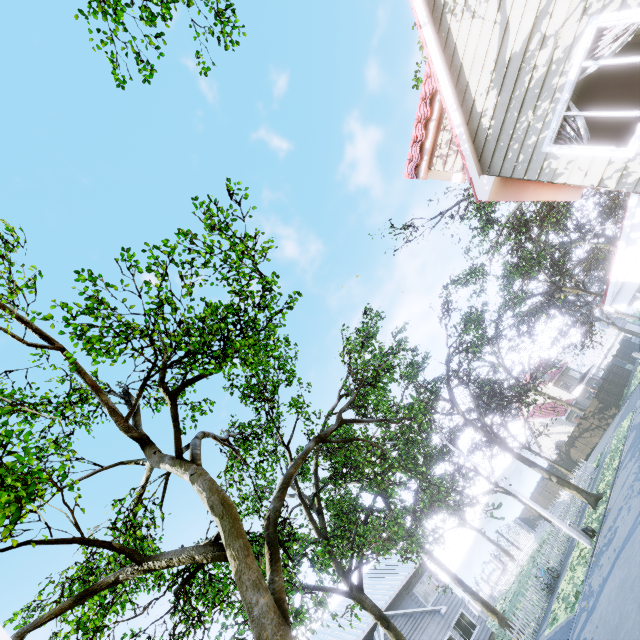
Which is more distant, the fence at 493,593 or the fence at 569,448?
the fence at 493,593

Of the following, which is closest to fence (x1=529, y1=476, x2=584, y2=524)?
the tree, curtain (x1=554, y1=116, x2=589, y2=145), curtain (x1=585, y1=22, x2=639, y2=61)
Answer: the tree

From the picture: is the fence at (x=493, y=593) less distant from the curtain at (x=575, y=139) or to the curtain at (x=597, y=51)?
the curtain at (x=597, y=51)

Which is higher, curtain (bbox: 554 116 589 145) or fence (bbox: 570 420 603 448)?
curtain (bbox: 554 116 589 145)

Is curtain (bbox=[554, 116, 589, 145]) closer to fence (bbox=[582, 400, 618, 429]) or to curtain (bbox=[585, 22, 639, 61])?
curtain (bbox=[585, 22, 639, 61])

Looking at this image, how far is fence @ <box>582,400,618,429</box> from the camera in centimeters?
3283cm

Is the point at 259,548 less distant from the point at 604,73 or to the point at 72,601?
the point at 72,601
